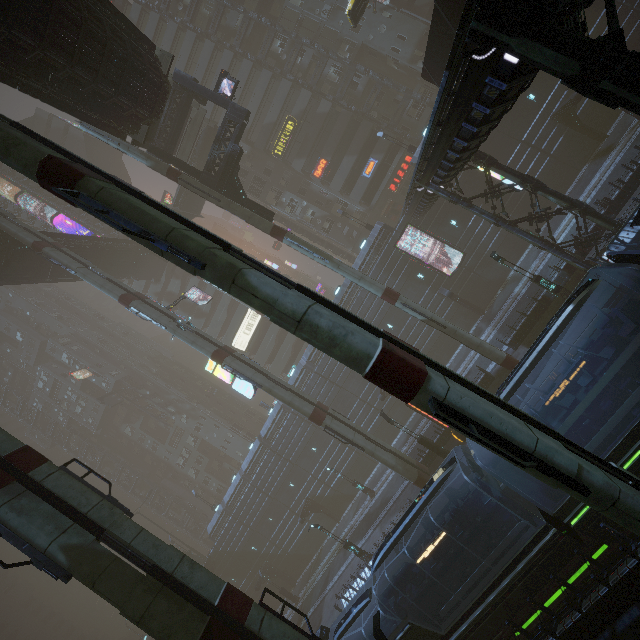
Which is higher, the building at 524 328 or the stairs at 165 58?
the stairs at 165 58

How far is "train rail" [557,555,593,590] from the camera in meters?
11.6 m

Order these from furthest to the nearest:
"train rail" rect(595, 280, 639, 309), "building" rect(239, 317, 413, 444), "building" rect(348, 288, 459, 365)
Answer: "building" rect(239, 317, 413, 444), "building" rect(348, 288, 459, 365), "train rail" rect(595, 280, 639, 309)

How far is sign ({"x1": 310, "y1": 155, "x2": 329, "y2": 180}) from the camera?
42.2 meters

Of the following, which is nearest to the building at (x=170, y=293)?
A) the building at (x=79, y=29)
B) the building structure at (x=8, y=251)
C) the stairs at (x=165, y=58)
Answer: the stairs at (x=165, y=58)

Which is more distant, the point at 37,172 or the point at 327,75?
the point at 327,75

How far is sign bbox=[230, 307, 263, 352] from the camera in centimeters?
4953cm

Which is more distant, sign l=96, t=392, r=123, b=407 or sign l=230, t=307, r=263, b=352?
sign l=96, t=392, r=123, b=407
